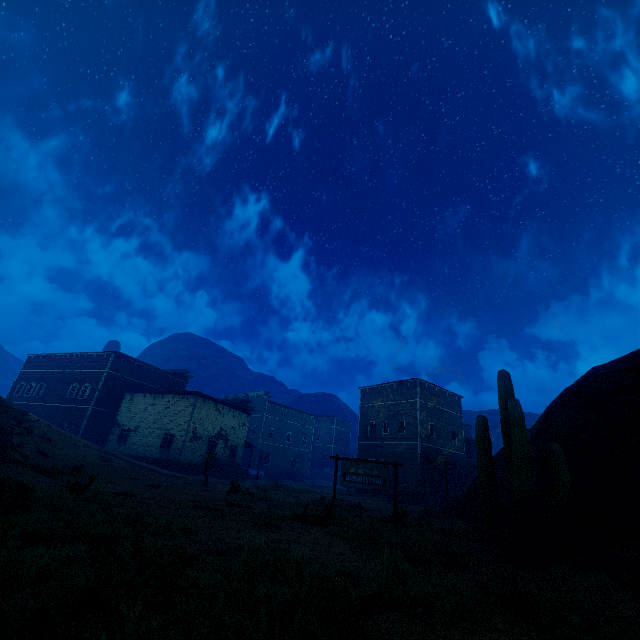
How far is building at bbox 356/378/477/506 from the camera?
29.2 meters

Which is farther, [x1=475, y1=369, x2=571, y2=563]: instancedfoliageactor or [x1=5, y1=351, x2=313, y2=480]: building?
[x1=5, y1=351, x2=313, y2=480]: building

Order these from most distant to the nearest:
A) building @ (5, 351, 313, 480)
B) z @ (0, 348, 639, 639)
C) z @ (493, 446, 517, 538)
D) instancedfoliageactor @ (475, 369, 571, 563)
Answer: building @ (5, 351, 313, 480) → z @ (493, 446, 517, 538) → instancedfoliageactor @ (475, 369, 571, 563) → z @ (0, 348, 639, 639)

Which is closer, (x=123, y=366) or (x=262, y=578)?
(x=262, y=578)

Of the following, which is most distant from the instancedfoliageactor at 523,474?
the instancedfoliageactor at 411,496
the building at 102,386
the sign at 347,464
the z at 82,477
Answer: the building at 102,386

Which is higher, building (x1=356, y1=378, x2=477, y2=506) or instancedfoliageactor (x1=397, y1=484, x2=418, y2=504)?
building (x1=356, y1=378, x2=477, y2=506)

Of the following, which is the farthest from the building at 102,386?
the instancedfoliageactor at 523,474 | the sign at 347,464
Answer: the instancedfoliageactor at 523,474

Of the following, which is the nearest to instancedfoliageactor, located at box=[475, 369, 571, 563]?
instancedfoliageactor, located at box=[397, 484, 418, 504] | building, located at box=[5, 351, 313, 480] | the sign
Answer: the sign
